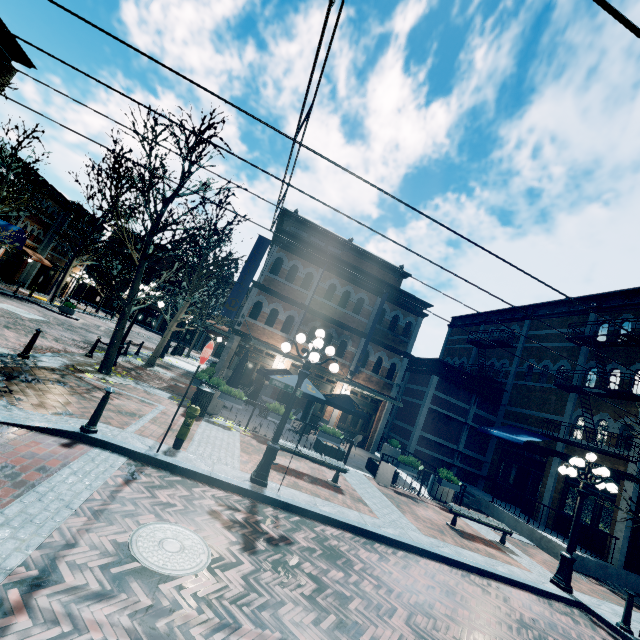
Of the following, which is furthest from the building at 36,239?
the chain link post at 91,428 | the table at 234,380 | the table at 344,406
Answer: the chain link post at 91,428

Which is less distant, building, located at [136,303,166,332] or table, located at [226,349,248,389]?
table, located at [226,349,248,389]

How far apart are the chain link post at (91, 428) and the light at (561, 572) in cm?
1198

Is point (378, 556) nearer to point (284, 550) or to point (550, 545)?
point (284, 550)

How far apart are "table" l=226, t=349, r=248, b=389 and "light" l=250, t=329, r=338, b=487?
6.4 meters

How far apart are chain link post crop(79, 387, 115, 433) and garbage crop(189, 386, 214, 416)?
4.22m

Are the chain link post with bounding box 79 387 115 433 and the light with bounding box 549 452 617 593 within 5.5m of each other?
no

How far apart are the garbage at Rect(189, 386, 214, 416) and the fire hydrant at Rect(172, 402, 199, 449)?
3.1m
